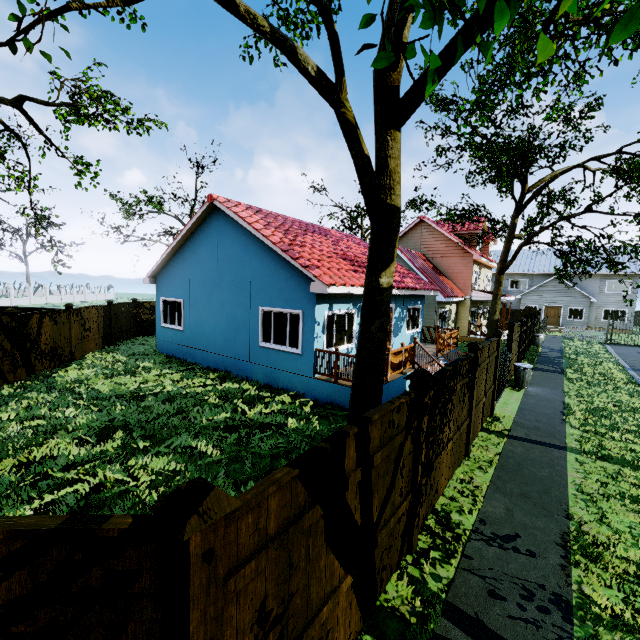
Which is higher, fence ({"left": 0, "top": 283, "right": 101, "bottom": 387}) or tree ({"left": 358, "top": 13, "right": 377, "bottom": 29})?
tree ({"left": 358, "top": 13, "right": 377, "bottom": 29})

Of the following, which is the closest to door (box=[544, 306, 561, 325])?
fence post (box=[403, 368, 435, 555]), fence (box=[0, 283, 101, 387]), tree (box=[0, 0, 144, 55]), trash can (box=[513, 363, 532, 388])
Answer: fence (box=[0, 283, 101, 387])

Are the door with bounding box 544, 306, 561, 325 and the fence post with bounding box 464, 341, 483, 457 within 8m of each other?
no

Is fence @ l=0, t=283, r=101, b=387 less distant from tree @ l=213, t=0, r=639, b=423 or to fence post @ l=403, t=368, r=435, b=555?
fence post @ l=403, t=368, r=435, b=555

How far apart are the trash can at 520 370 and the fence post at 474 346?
7.1 meters

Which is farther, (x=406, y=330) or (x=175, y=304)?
(x=406, y=330)

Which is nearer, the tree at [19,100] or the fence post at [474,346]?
the fence post at [474,346]

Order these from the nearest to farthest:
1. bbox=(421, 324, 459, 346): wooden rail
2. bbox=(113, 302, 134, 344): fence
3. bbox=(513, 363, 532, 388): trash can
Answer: bbox=(513, 363, 532, 388): trash can, bbox=(421, 324, 459, 346): wooden rail, bbox=(113, 302, 134, 344): fence
